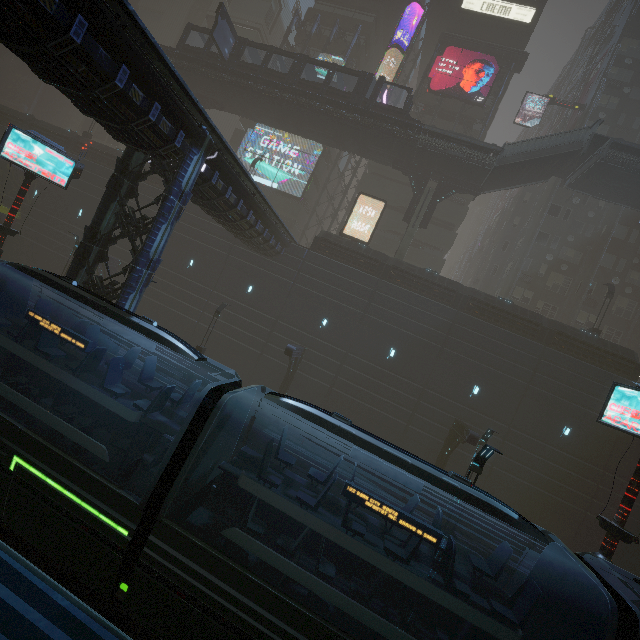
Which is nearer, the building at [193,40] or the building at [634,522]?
the building at [634,522]

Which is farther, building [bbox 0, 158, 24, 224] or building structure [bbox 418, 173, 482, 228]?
building [bbox 0, 158, 24, 224]

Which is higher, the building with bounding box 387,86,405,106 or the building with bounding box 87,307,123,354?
the building with bounding box 387,86,405,106

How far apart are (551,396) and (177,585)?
23.50m

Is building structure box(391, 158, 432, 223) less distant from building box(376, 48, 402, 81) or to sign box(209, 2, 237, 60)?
building box(376, 48, 402, 81)

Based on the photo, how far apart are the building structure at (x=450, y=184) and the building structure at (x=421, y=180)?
0.68m

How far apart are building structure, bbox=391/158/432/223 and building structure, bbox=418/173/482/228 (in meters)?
0.68

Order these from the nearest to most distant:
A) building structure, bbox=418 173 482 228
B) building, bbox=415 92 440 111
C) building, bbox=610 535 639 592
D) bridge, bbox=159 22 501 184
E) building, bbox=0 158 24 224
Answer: building, bbox=610 535 639 592 < bridge, bbox=159 22 501 184 < building structure, bbox=418 173 482 228 < building, bbox=0 158 24 224 < building, bbox=415 92 440 111
